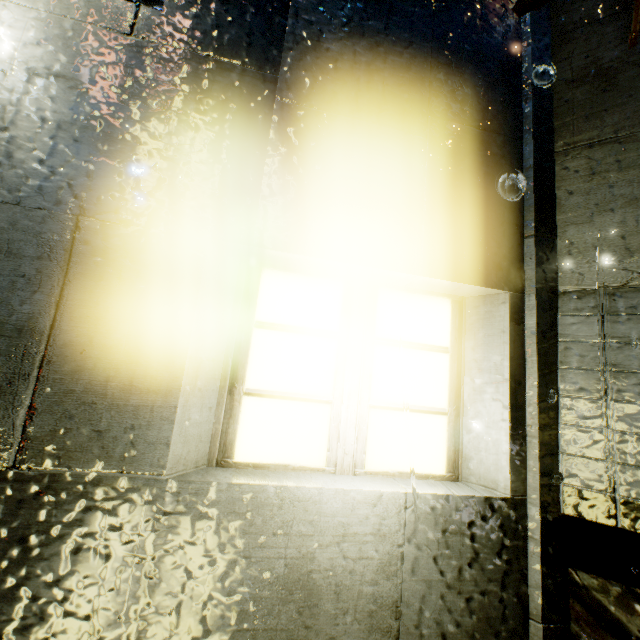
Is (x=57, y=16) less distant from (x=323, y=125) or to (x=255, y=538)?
(x=323, y=125)
